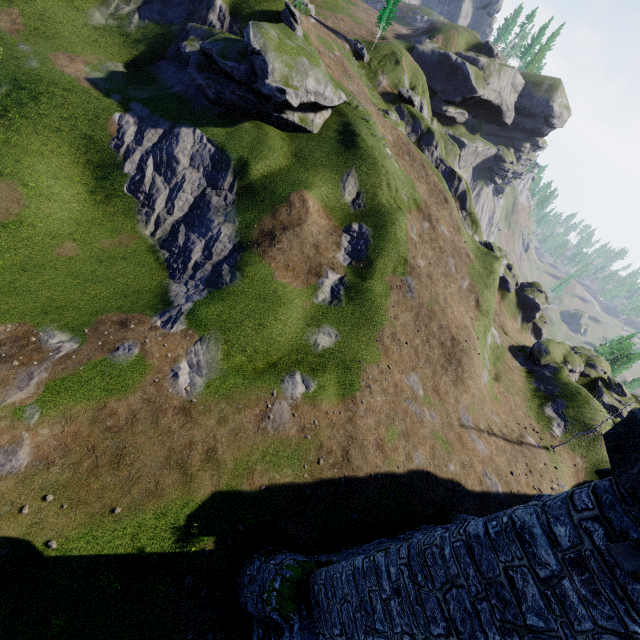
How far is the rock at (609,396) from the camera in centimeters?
3900cm

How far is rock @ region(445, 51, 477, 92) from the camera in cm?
5962

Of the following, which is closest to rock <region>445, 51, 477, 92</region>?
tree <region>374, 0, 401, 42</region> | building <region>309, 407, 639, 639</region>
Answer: tree <region>374, 0, 401, 42</region>

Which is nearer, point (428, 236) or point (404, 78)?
point (428, 236)

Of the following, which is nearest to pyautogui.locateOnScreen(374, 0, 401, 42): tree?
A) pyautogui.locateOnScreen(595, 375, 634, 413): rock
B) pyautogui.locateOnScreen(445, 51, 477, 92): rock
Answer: pyautogui.locateOnScreen(445, 51, 477, 92): rock

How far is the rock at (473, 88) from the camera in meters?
59.6 m

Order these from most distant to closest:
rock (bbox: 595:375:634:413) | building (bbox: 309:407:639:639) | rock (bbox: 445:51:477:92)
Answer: rock (bbox: 445:51:477:92), rock (bbox: 595:375:634:413), building (bbox: 309:407:639:639)
